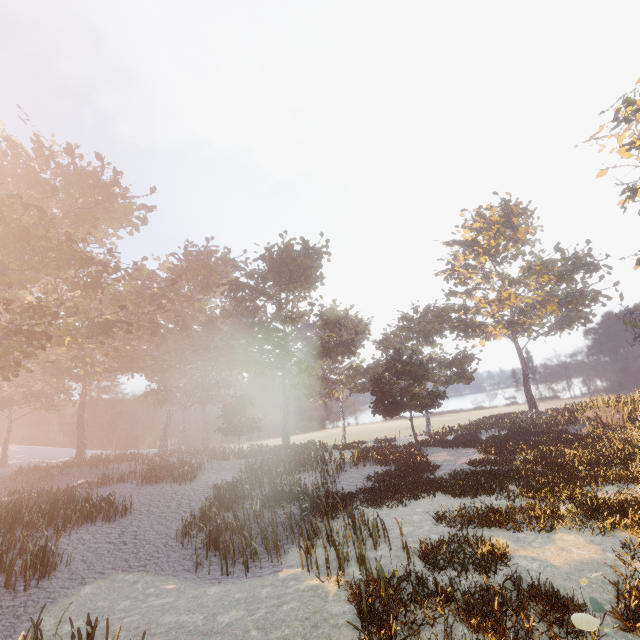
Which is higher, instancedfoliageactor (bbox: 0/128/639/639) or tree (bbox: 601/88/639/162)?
tree (bbox: 601/88/639/162)

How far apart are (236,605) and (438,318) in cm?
4423

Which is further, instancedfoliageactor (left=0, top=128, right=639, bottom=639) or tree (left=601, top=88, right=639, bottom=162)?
tree (left=601, top=88, right=639, bottom=162)

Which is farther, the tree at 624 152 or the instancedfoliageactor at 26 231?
the tree at 624 152

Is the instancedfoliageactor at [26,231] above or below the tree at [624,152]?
below
